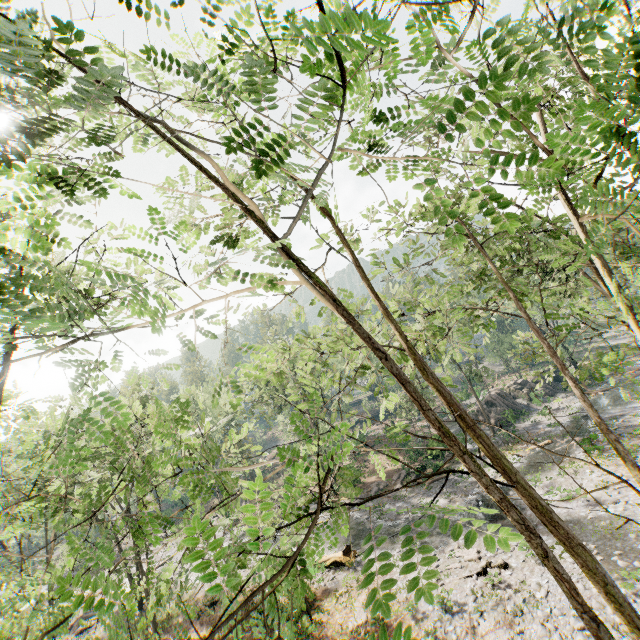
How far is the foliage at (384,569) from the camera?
1.94m

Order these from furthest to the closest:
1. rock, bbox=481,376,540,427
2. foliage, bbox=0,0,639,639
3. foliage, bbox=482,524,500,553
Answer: rock, bbox=481,376,540,427
foliage, bbox=0,0,639,639
foliage, bbox=482,524,500,553

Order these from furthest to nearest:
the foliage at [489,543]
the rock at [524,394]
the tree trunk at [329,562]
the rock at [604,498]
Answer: the rock at [524,394], the tree trunk at [329,562], the rock at [604,498], the foliage at [489,543]

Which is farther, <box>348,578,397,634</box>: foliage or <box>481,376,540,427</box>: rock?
<box>481,376,540,427</box>: rock

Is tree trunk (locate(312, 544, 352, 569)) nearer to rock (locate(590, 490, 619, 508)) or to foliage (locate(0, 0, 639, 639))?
foliage (locate(0, 0, 639, 639))

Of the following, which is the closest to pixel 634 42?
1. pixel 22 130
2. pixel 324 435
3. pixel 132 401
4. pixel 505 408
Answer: pixel 22 130

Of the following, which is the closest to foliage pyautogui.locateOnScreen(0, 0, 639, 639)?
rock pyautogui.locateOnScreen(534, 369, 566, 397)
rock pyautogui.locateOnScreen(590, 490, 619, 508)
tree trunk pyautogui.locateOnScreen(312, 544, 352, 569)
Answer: tree trunk pyautogui.locateOnScreen(312, 544, 352, 569)
